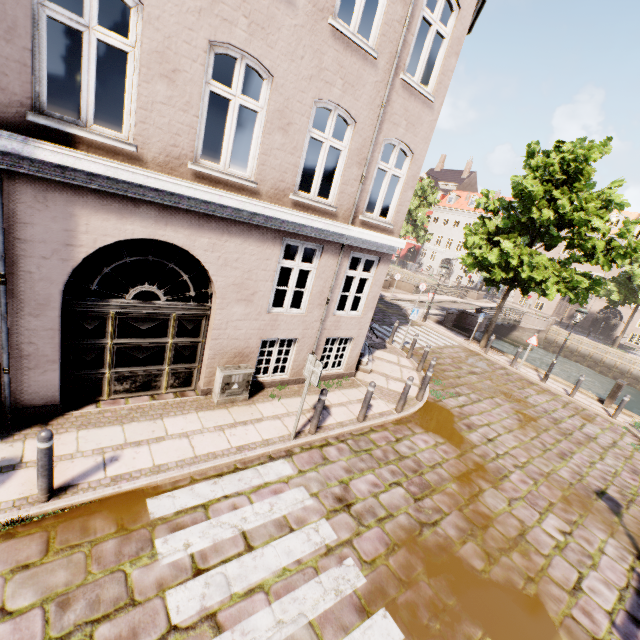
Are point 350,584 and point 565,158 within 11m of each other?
no

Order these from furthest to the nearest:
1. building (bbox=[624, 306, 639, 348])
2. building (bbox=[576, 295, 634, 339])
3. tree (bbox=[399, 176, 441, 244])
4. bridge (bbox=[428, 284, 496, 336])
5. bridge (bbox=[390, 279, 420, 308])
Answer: Result: tree (bbox=[399, 176, 441, 244]), building (bbox=[576, 295, 634, 339]), building (bbox=[624, 306, 639, 348]), bridge (bbox=[390, 279, 420, 308]), bridge (bbox=[428, 284, 496, 336])

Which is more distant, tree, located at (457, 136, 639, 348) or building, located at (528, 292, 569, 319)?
building, located at (528, 292, 569, 319)

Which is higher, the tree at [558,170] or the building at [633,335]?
the tree at [558,170]

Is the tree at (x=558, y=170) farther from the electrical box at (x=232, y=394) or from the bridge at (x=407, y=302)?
the electrical box at (x=232, y=394)

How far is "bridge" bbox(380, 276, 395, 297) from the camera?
25.6m

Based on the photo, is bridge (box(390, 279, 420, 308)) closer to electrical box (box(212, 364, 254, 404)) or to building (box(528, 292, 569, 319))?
building (box(528, 292, 569, 319))

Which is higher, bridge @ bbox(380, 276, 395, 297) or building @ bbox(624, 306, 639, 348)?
building @ bbox(624, 306, 639, 348)
